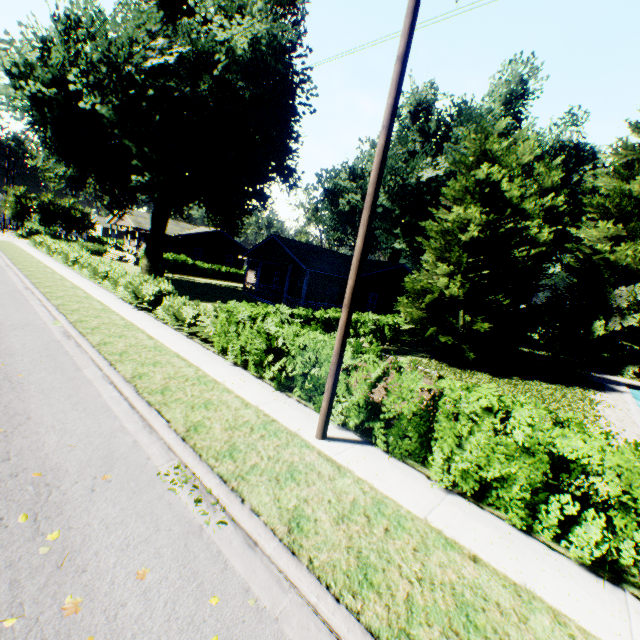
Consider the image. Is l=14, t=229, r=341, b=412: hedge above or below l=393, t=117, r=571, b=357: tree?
below

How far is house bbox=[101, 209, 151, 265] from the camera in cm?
3800

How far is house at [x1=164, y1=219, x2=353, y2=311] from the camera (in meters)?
25.56

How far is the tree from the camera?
15.84m

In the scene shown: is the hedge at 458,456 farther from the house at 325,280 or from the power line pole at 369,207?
the house at 325,280

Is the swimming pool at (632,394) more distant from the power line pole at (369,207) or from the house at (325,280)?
the house at (325,280)

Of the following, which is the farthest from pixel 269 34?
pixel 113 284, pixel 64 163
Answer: pixel 113 284

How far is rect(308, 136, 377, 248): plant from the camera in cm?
3706
